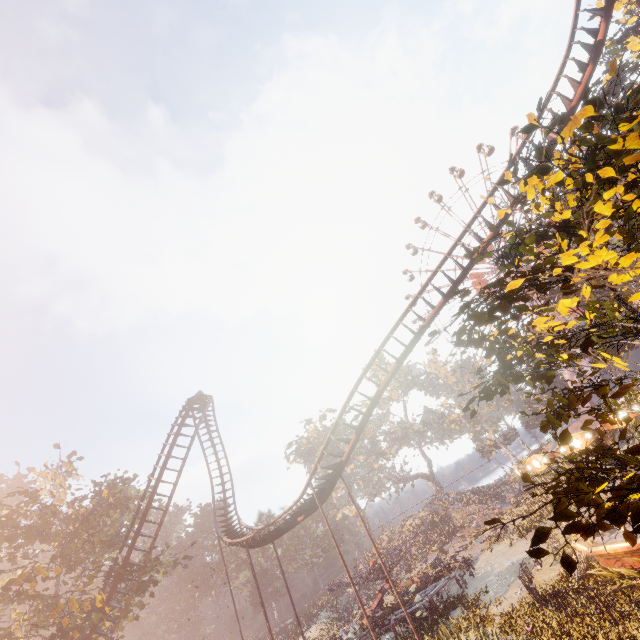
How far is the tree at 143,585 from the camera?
24.1m

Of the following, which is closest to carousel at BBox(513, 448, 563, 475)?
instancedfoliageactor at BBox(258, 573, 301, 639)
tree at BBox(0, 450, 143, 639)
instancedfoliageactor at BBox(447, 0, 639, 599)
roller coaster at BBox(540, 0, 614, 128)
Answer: instancedfoliageactor at BBox(447, 0, 639, 599)

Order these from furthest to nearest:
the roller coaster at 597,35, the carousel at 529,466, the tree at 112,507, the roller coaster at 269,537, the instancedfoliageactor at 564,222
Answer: Result: the tree at 112,507, the roller coaster at 269,537, the roller coaster at 597,35, the carousel at 529,466, the instancedfoliageactor at 564,222

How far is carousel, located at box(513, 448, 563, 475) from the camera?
13.9 meters

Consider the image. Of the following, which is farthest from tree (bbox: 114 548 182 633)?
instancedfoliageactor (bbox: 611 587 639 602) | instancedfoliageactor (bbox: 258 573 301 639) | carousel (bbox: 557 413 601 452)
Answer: instancedfoliageactor (bbox: 611 587 639 602)

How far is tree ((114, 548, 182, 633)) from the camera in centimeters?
2412cm

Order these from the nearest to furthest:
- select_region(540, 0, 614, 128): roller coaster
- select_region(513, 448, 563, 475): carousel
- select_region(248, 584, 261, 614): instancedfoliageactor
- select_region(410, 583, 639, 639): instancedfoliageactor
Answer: select_region(410, 583, 639, 639): instancedfoliageactor
select_region(513, 448, 563, 475): carousel
select_region(540, 0, 614, 128): roller coaster
select_region(248, 584, 261, 614): instancedfoliageactor

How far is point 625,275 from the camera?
3.7 meters
